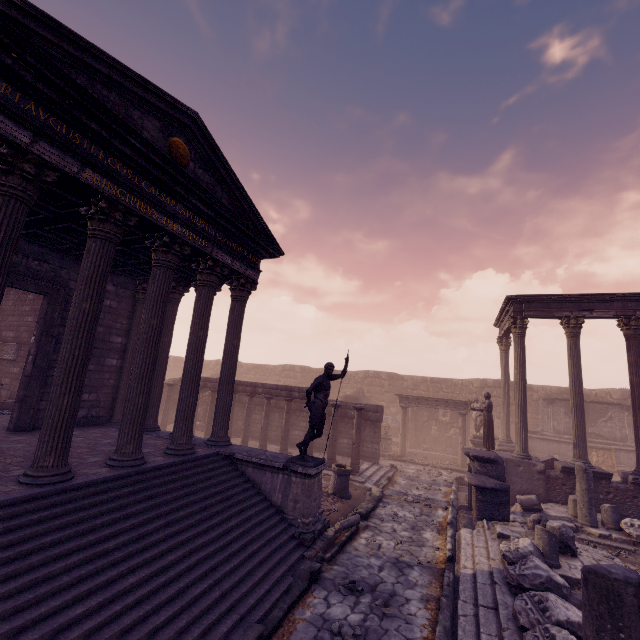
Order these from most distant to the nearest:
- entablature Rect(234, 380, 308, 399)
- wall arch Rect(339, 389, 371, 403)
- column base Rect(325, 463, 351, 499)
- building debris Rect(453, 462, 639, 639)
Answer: wall arch Rect(339, 389, 371, 403) → entablature Rect(234, 380, 308, 399) → column base Rect(325, 463, 351, 499) → building debris Rect(453, 462, 639, 639)

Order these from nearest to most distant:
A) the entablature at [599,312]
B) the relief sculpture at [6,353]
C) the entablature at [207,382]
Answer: →
the entablature at [599,312]
the relief sculpture at [6,353]
the entablature at [207,382]

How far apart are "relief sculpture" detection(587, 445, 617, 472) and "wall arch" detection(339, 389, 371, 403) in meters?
12.2

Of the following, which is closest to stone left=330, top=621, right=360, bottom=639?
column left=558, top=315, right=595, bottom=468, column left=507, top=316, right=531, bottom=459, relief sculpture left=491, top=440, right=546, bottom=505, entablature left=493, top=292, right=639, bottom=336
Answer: relief sculpture left=491, top=440, right=546, bottom=505

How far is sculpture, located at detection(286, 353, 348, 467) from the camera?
7.85m

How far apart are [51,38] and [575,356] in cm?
1670

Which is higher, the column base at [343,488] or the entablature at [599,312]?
the entablature at [599,312]

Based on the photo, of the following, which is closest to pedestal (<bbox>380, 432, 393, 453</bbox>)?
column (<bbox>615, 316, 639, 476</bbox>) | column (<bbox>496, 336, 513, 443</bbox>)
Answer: column (<bbox>496, 336, 513, 443</bbox>)
